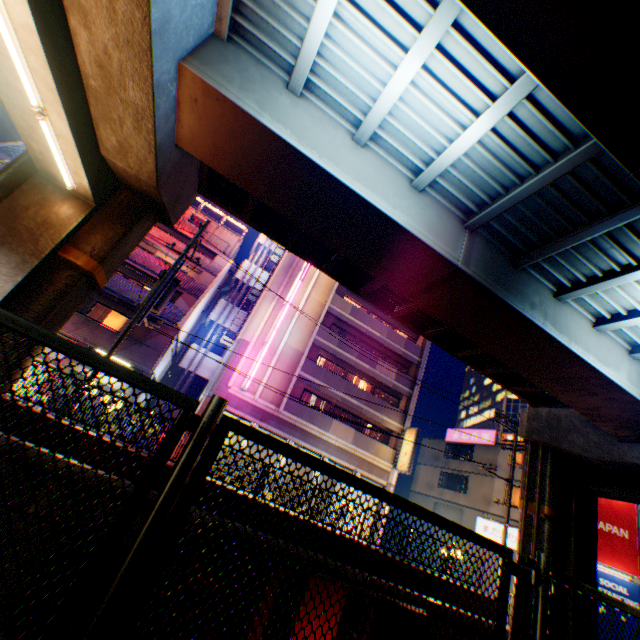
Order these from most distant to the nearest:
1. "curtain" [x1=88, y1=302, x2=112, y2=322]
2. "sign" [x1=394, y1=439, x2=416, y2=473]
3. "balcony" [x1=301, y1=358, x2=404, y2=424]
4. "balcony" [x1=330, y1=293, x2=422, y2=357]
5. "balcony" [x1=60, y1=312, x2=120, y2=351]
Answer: "balcony" [x1=330, y1=293, x2=422, y2=357], "balcony" [x1=301, y1=358, x2=404, y2=424], "sign" [x1=394, y1=439, x2=416, y2=473], "curtain" [x1=88, y1=302, x2=112, y2=322], "balcony" [x1=60, y1=312, x2=120, y2=351]

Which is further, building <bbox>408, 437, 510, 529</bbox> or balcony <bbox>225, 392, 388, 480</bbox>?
building <bbox>408, 437, 510, 529</bbox>

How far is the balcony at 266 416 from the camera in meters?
21.9

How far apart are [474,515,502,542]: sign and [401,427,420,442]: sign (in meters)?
9.56

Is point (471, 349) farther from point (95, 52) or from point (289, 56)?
point (95, 52)

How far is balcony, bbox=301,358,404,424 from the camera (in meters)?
24.52

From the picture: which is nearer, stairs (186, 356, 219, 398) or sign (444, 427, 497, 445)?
stairs (186, 356, 219, 398)

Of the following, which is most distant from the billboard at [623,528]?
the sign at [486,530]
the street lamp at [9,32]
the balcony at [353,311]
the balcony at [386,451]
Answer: the street lamp at [9,32]
